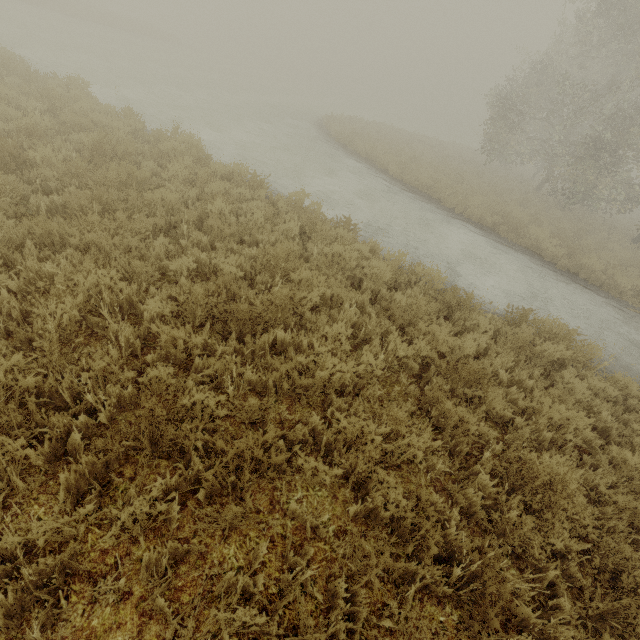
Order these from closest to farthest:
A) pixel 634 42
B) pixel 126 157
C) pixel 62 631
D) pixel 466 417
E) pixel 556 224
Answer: pixel 62 631
pixel 466 417
pixel 126 157
pixel 634 42
pixel 556 224
